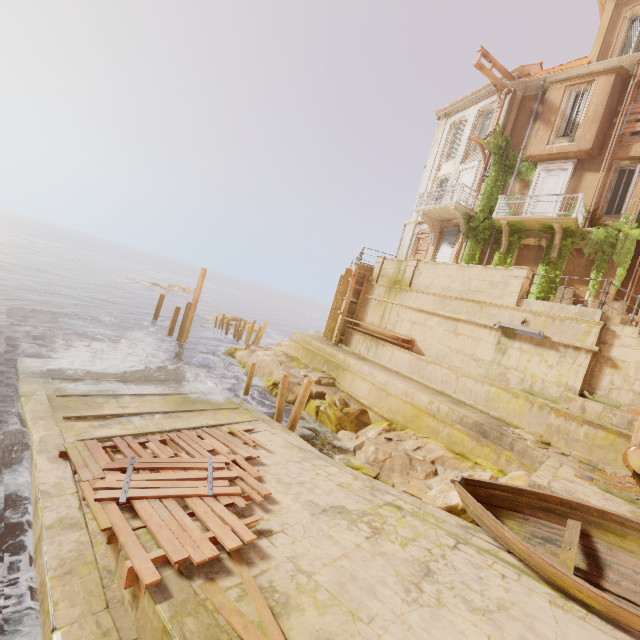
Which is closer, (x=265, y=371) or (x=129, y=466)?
(x=129, y=466)

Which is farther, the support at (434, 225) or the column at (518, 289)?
the support at (434, 225)

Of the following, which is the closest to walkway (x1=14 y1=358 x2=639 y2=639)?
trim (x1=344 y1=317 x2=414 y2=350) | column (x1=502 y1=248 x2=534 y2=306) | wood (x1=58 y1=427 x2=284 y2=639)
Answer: wood (x1=58 y1=427 x2=284 y2=639)

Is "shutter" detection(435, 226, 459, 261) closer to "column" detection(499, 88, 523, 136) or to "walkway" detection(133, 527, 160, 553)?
"column" detection(499, 88, 523, 136)

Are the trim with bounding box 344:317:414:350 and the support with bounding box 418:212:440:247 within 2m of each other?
no

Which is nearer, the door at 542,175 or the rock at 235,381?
the rock at 235,381

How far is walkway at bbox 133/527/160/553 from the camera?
4.77m

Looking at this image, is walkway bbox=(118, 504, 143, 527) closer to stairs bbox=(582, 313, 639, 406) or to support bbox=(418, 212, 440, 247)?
stairs bbox=(582, 313, 639, 406)
